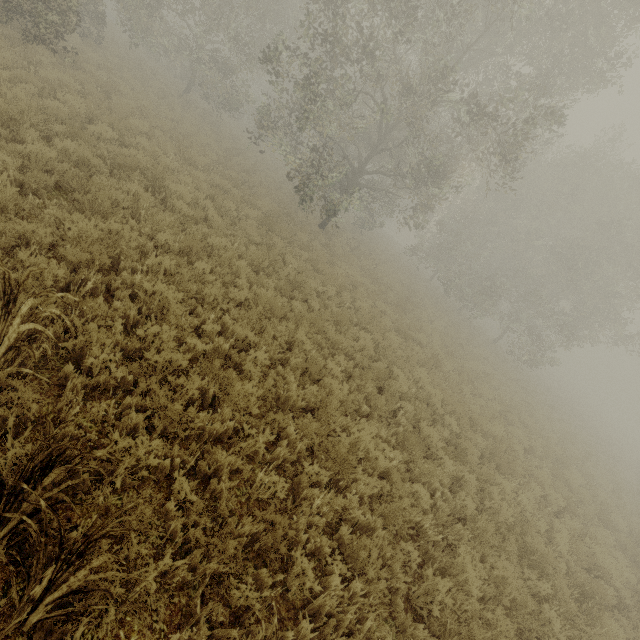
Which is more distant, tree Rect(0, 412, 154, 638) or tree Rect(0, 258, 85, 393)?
tree Rect(0, 258, 85, 393)

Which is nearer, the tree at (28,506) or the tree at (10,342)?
the tree at (28,506)

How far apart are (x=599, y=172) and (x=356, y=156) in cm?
1771
